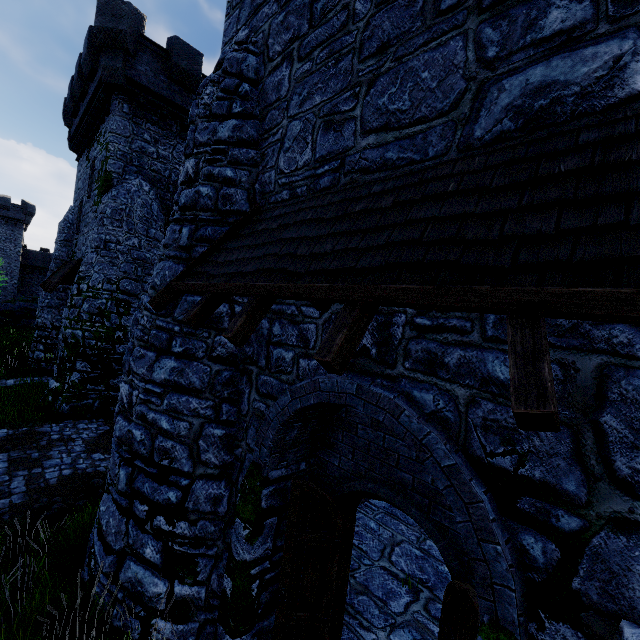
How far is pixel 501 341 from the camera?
2.5m

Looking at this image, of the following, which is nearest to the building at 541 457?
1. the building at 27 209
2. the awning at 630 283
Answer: the awning at 630 283

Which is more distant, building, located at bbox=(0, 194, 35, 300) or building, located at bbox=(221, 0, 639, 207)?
building, located at bbox=(0, 194, 35, 300)

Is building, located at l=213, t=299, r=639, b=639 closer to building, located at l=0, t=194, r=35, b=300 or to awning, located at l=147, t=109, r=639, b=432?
awning, located at l=147, t=109, r=639, b=432

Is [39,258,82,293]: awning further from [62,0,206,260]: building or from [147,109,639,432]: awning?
[147,109,639,432]: awning

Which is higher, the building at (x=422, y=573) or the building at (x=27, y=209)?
the building at (x=27, y=209)
